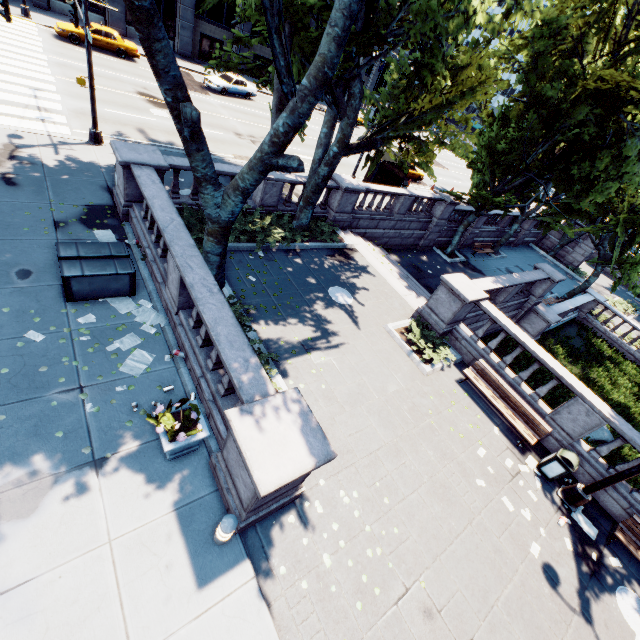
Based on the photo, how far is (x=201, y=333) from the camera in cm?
760

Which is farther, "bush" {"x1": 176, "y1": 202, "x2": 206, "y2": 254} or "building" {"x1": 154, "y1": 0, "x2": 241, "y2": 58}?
"building" {"x1": 154, "y1": 0, "x2": 241, "y2": 58}

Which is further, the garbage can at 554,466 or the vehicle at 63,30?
the vehicle at 63,30

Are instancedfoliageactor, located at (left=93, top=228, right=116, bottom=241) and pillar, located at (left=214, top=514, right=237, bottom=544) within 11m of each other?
yes

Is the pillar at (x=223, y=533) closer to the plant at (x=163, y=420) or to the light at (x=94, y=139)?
the plant at (x=163, y=420)

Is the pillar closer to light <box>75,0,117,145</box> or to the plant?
the plant

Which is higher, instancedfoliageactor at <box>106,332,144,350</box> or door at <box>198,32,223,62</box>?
door at <box>198,32,223,62</box>

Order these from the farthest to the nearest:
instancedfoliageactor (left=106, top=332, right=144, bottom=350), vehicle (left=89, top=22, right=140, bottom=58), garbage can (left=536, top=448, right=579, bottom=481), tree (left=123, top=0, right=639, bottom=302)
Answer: vehicle (left=89, top=22, right=140, bottom=58) → garbage can (left=536, top=448, right=579, bottom=481) → instancedfoliageactor (left=106, top=332, right=144, bottom=350) → tree (left=123, top=0, right=639, bottom=302)
